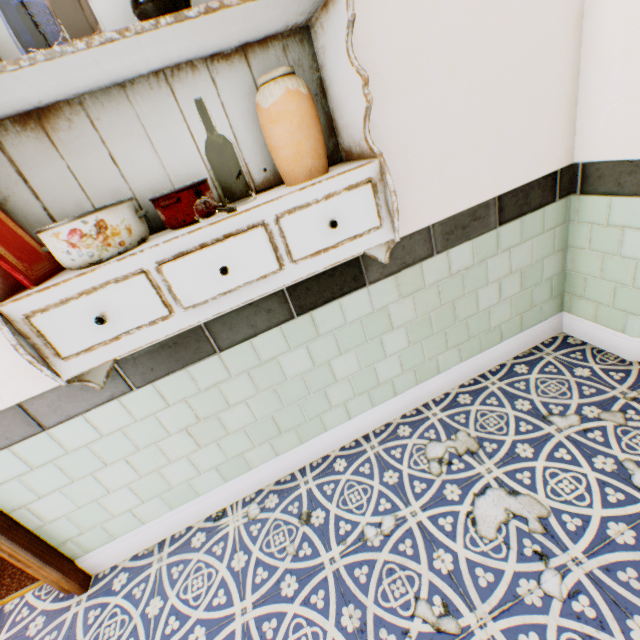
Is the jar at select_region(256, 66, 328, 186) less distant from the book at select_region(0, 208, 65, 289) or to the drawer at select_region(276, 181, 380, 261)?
the drawer at select_region(276, 181, 380, 261)

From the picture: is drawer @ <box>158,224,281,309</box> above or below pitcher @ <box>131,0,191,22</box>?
below

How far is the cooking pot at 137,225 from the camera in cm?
89

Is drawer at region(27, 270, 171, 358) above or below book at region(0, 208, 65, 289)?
below

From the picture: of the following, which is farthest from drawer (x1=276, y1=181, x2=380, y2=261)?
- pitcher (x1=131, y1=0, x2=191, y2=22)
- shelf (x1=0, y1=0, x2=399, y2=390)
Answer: pitcher (x1=131, y1=0, x2=191, y2=22)

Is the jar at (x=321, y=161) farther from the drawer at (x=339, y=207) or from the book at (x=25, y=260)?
the book at (x=25, y=260)

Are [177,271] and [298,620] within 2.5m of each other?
yes

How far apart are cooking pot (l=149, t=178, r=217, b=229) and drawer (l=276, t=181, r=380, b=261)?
0.1 meters
